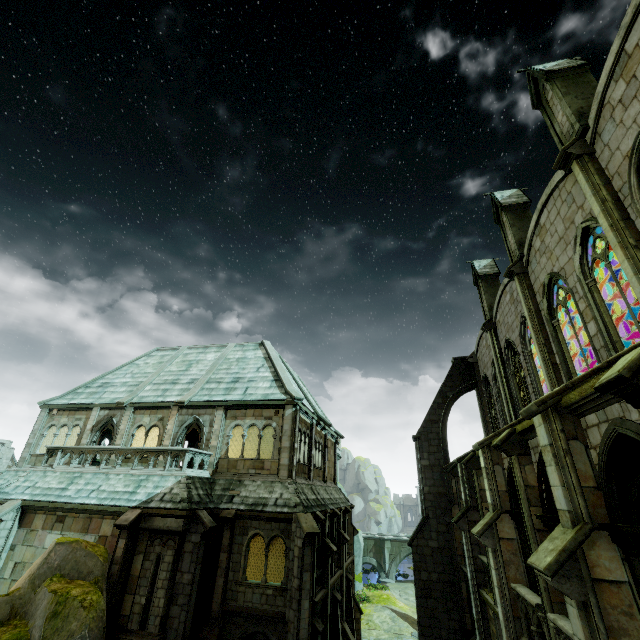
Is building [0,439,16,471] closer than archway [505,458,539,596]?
No

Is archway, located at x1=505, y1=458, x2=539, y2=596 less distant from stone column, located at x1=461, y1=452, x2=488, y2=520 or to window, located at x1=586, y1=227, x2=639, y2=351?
stone column, located at x1=461, y1=452, x2=488, y2=520

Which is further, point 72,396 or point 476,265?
point 72,396

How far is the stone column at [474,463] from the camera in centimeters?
→ 1344cm

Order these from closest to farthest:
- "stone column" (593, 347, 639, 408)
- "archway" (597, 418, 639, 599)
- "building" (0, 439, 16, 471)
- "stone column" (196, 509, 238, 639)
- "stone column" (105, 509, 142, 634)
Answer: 1. "stone column" (593, 347, 639, 408)
2. "archway" (597, 418, 639, 599)
3. "stone column" (105, 509, 142, 634)
4. "stone column" (196, 509, 238, 639)
5. "building" (0, 439, 16, 471)

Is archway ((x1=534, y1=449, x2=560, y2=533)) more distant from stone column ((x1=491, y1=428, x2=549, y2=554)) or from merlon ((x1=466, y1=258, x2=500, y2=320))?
merlon ((x1=466, y1=258, x2=500, y2=320))

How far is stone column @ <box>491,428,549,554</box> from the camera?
8.12m

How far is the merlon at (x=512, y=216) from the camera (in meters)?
15.24
